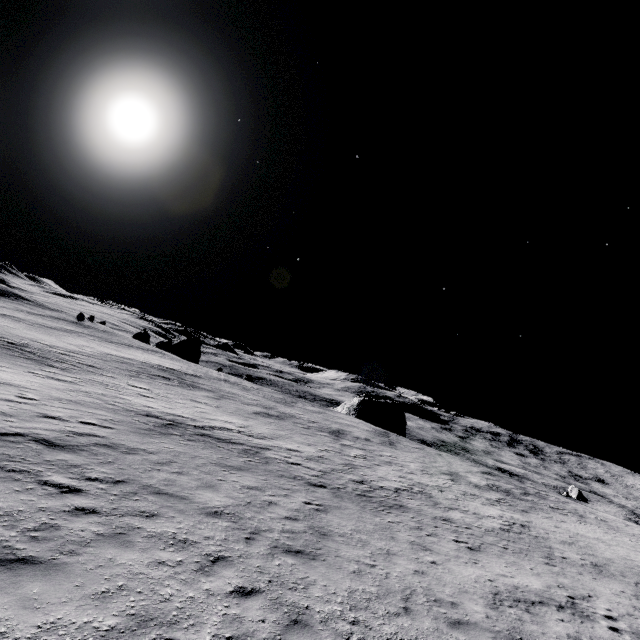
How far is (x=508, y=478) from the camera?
39.6m

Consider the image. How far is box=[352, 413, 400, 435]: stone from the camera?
58.5m

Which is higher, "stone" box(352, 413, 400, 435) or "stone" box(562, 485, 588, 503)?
"stone" box(352, 413, 400, 435)

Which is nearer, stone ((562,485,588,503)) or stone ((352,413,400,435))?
stone ((562,485,588,503))

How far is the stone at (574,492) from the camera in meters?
53.3

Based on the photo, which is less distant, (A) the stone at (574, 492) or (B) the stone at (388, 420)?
(A) the stone at (574, 492)

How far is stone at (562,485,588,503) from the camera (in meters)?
53.34
